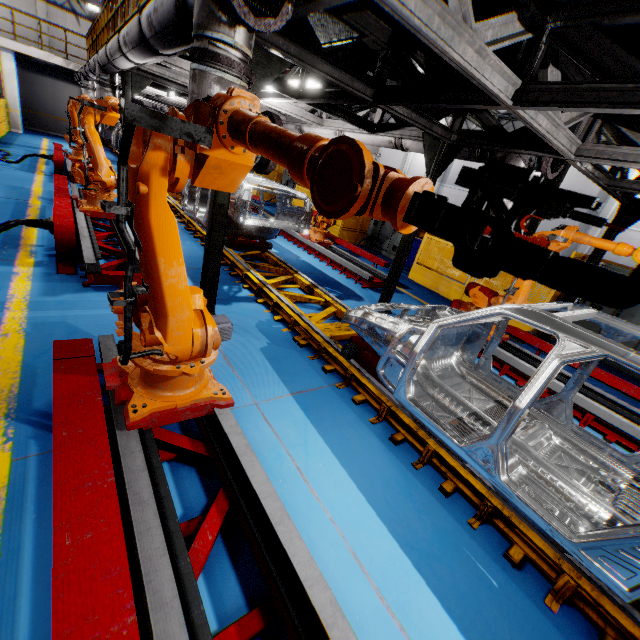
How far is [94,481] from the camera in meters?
1.7

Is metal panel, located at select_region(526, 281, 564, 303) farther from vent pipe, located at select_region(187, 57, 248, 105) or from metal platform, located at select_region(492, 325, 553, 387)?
vent pipe, located at select_region(187, 57, 248, 105)

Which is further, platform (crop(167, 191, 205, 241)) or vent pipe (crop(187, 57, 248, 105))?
platform (crop(167, 191, 205, 241))

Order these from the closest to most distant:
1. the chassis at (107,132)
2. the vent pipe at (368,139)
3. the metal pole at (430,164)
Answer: the metal pole at (430,164), the vent pipe at (368,139), the chassis at (107,132)

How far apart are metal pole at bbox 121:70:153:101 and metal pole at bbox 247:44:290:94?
7.0m

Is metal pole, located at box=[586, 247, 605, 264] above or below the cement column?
below

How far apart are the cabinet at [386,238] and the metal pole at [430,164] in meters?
5.9 m

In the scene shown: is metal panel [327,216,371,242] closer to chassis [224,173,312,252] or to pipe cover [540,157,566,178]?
pipe cover [540,157,566,178]
